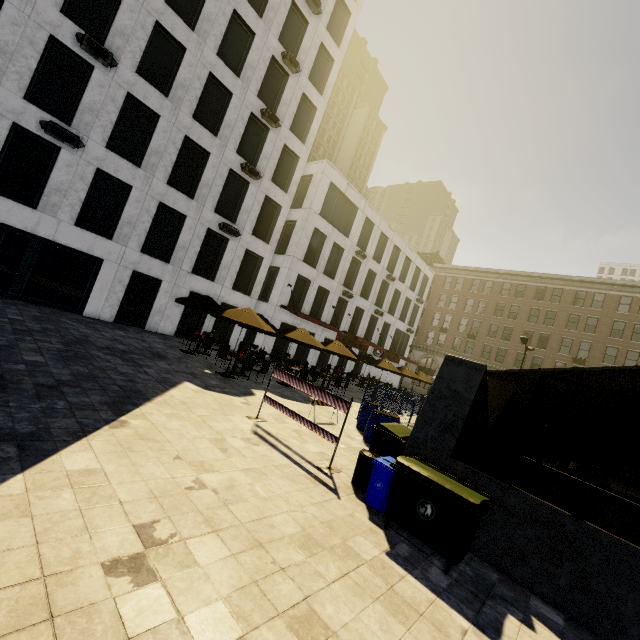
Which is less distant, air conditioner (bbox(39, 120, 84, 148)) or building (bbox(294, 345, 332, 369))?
air conditioner (bbox(39, 120, 84, 148))

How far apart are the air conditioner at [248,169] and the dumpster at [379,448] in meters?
19.1 m

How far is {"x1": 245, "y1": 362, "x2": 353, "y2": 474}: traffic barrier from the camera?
7.1 meters

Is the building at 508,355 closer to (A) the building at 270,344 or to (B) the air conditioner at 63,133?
A: (A) the building at 270,344

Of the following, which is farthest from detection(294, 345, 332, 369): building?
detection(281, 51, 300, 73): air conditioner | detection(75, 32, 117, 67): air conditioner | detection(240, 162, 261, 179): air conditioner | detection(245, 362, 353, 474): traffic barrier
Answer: detection(245, 362, 353, 474): traffic barrier

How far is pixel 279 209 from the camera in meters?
23.5

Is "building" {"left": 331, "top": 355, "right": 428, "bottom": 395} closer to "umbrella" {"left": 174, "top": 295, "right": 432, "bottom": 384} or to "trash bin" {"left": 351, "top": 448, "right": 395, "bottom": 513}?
"umbrella" {"left": 174, "top": 295, "right": 432, "bottom": 384}

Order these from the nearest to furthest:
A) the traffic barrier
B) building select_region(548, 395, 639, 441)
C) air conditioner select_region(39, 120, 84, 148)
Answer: the traffic barrier
air conditioner select_region(39, 120, 84, 148)
building select_region(548, 395, 639, 441)
